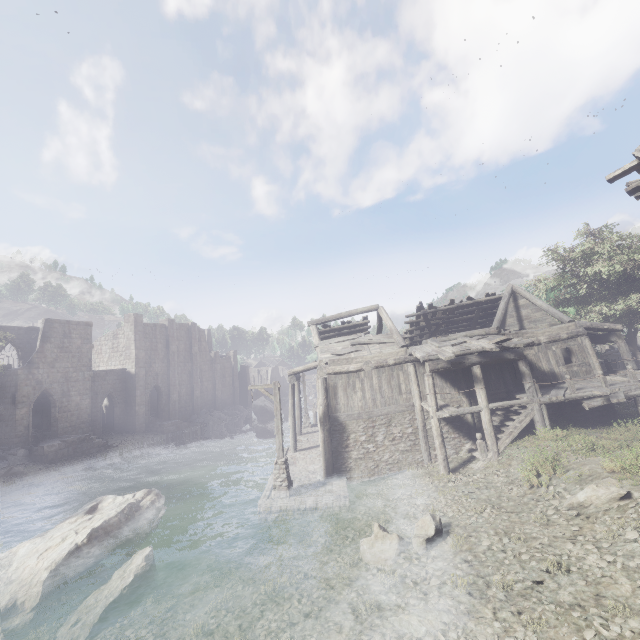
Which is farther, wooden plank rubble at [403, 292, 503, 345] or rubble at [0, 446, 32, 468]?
wooden plank rubble at [403, 292, 503, 345]

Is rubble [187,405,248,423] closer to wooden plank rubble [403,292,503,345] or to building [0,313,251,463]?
building [0,313,251,463]

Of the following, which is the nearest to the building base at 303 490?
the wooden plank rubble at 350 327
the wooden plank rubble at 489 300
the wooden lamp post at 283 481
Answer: the wooden lamp post at 283 481

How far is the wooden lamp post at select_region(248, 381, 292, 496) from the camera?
14.6 meters

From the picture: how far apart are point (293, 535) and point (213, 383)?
38.6 meters

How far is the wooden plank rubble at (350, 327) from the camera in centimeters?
2298cm

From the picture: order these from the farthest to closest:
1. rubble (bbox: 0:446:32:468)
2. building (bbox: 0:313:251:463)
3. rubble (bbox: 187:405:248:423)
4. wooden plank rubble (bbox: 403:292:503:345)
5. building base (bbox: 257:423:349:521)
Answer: rubble (bbox: 187:405:248:423) < building (bbox: 0:313:251:463) < wooden plank rubble (bbox: 403:292:503:345) < rubble (bbox: 0:446:32:468) < building base (bbox: 257:423:349:521)

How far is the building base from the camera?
13.8 meters
